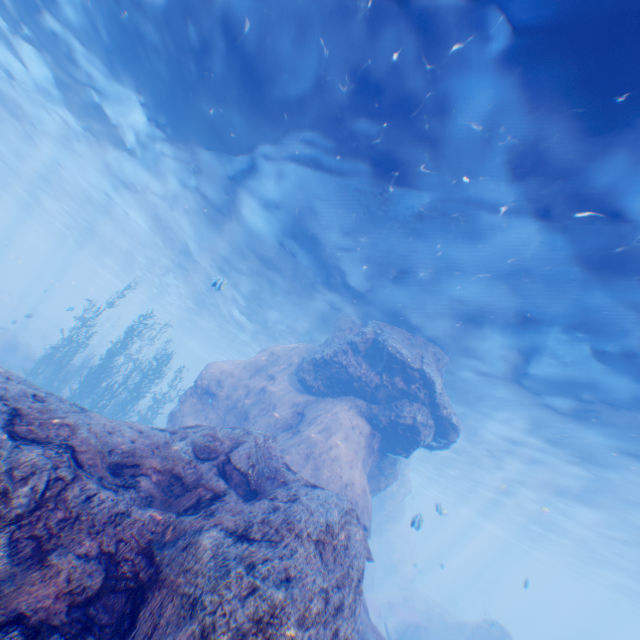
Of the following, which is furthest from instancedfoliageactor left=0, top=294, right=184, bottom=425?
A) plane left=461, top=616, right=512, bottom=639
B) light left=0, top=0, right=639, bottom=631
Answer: plane left=461, top=616, right=512, bottom=639

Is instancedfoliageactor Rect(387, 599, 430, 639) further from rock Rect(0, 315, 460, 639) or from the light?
the light

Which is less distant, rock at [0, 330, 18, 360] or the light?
the light

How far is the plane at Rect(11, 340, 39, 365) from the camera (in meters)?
23.66

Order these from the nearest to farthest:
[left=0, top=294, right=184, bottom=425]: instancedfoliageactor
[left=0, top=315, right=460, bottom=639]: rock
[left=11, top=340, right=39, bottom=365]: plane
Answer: [left=0, top=315, right=460, bottom=639]: rock
[left=0, top=294, right=184, bottom=425]: instancedfoliageactor
[left=11, top=340, right=39, bottom=365]: plane

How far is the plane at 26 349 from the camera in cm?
2366

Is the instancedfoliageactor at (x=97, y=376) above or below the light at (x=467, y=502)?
below

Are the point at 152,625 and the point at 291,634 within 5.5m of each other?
yes
